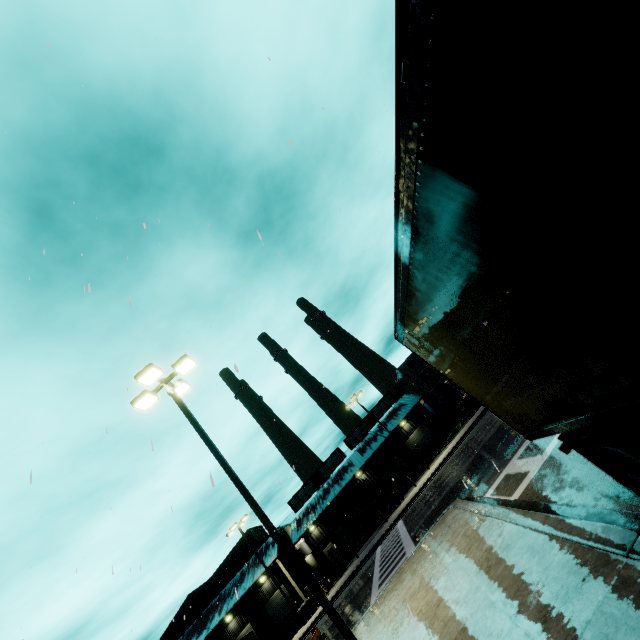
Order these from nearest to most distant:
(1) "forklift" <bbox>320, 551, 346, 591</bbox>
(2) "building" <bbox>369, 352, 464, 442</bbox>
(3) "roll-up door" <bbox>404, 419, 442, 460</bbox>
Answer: (1) "forklift" <bbox>320, 551, 346, 591</bbox> < (2) "building" <bbox>369, 352, 464, 442</bbox> < (3) "roll-up door" <bbox>404, 419, 442, 460</bbox>

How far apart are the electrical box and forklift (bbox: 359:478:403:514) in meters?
10.3 m

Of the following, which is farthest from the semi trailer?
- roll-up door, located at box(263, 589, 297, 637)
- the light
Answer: the light

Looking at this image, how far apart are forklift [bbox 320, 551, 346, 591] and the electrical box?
3.8m

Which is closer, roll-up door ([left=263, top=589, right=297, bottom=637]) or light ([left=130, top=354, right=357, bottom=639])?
light ([left=130, top=354, right=357, bottom=639])

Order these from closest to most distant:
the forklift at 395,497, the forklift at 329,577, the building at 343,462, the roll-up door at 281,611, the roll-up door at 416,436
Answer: the forklift at 329,577 → the forklift at 395,497 → the roll-up door at 281,611 → the building at 343,462 → the roll-up door at 416,436

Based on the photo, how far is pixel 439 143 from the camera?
2.43m

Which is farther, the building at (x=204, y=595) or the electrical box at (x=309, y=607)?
the building at (x=204, y=595)
